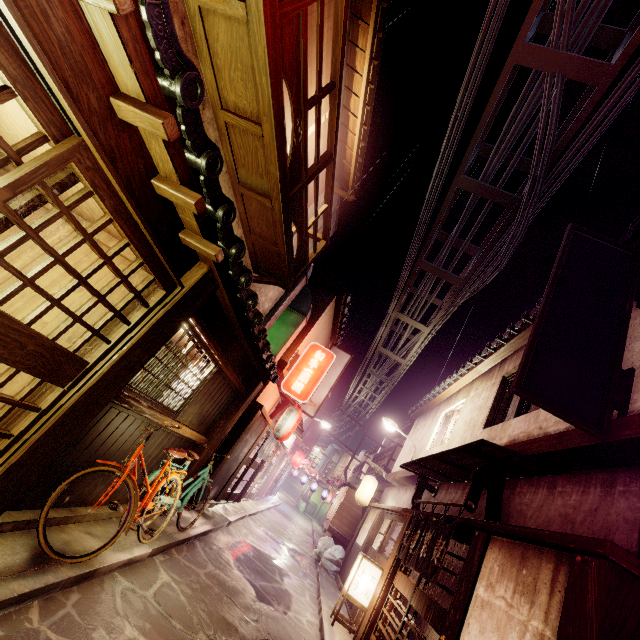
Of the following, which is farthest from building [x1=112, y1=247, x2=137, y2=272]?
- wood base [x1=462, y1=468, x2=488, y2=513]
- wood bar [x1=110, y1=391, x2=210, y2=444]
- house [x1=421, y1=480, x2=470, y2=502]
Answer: wood base [x1=462, y1=468, x2=488, y2=513]

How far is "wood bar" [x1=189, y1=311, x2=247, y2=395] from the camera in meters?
7.7

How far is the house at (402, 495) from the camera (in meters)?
19.01

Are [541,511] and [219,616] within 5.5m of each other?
no

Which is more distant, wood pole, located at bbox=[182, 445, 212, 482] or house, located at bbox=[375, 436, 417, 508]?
house, located at bbox=[375, 436, 417, 508]

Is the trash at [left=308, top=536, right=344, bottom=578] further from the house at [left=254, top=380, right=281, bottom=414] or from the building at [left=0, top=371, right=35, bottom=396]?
the building at [left=0, top=371, right=35, bottom=396]

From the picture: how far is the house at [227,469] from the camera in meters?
16.4 m

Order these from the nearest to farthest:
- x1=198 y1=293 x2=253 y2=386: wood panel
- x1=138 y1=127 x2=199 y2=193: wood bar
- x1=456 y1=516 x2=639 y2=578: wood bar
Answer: x1=138 y1=127 x2=199 y2=193: wood bar < x1=456 y1=516 x2=639 y2=578: wood bar < x1=198 y1=293 x2=253 y2=386: wood panel
